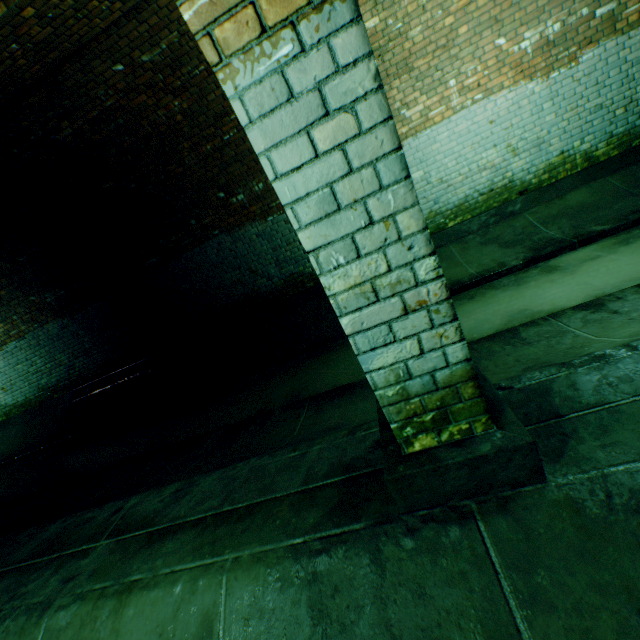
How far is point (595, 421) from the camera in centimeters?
148cm
